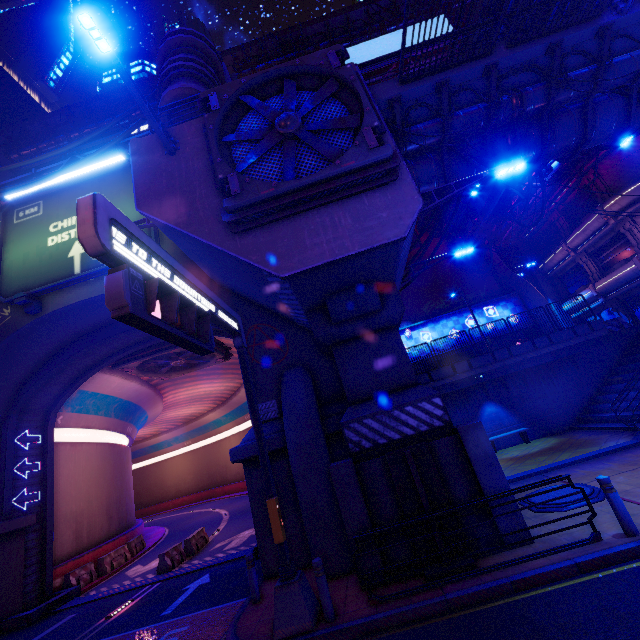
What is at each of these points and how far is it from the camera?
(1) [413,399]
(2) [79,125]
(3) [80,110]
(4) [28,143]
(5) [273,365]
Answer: (1) pillar, 9.00m
(2) walkway, 39.56m
(3) walkway, 38.00m
(4) walkway, 39.81m
(5) wall arch, 12.27m

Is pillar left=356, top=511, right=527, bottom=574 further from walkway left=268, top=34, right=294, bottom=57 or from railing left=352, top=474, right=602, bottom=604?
walkway left=268, top=34, right=294, bottom=57

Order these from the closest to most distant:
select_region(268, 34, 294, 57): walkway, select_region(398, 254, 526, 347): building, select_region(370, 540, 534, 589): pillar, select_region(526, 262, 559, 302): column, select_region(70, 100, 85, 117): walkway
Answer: select_region(370, 540, 534, 589): pillar
select_region(398, 254, 526, 347): building
select_region(526, 262, 559, 302): column
select_region(268, 34, 294, 57): walkway
select_region(70, 100, 85, 117): walkway

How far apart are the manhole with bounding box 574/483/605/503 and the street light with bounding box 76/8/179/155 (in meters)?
14.23

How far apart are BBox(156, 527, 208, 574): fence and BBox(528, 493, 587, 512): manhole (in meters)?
14.94

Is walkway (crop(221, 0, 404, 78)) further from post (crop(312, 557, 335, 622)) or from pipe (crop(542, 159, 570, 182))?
post (crop(312, 557, 335, 622))

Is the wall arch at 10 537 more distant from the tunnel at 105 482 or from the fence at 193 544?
the fence at 193 544

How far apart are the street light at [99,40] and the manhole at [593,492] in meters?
14.2
